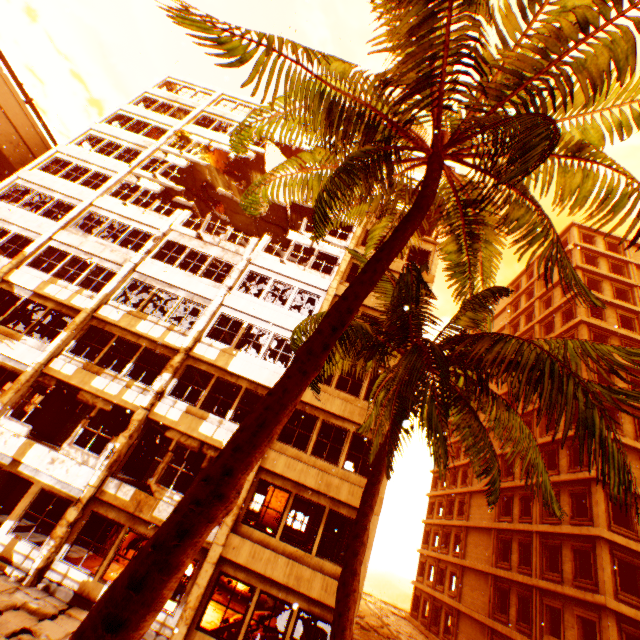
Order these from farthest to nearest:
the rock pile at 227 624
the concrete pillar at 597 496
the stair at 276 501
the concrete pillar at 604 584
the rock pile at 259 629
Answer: the stair at 276 501 → the concrete pillar at 597 496 → the concrete pillar at 604 584 → the rock pile at 259 629 → the rock pile at 227 624

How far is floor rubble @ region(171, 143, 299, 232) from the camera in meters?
20.7

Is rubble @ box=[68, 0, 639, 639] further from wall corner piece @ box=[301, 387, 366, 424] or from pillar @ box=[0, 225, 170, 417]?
wall corner piece @ box=[301, 387, 366, 424]

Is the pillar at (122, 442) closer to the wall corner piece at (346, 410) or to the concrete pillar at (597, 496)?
the wall corner piece at (346, 410)

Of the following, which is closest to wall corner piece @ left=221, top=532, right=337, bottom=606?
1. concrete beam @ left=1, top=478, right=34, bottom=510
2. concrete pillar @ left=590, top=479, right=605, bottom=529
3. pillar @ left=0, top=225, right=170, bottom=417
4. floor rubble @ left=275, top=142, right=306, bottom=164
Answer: pillar @ left=0, top=225, right=170, bottom=417

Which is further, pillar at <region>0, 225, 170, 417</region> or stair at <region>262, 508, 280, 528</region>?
stair at <region>262, 508, 280, 528</region>

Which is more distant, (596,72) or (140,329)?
(140,329)

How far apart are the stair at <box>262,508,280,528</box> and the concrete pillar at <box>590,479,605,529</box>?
19.3m
